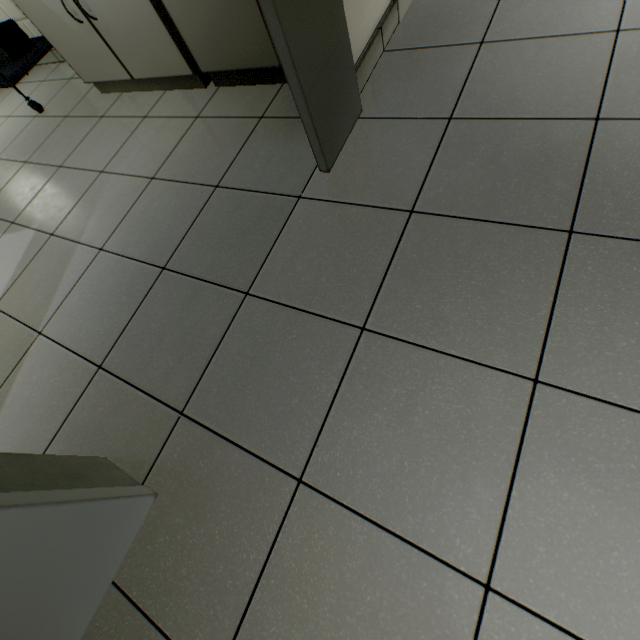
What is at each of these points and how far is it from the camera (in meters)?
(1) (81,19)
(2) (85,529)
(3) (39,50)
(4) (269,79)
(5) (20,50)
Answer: (1) laboratory table, 1.96
(2) doorway, 0.83
(3) medical table, 2.66
(4) sink, 1.84
(5) sterile container, 2.70

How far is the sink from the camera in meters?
1.8

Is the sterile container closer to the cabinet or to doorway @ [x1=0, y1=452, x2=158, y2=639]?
the cabinet

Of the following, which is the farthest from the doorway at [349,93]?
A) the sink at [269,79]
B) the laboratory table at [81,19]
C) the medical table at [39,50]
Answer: the medical table at [39,50]

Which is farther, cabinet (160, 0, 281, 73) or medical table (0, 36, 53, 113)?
medical table (0, 36, 53, 113)

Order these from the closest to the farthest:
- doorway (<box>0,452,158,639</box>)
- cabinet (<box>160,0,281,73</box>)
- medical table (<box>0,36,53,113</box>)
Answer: doorway (<box>0,452,158,639</box>), cabinet (<box>160,0,281,73</box>), medical table (<box>0,36,53,113</box>)

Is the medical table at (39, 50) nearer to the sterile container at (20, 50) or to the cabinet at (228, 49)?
the sterile container at (20, 50)

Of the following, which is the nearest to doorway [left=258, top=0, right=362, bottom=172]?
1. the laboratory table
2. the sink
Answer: the sink
